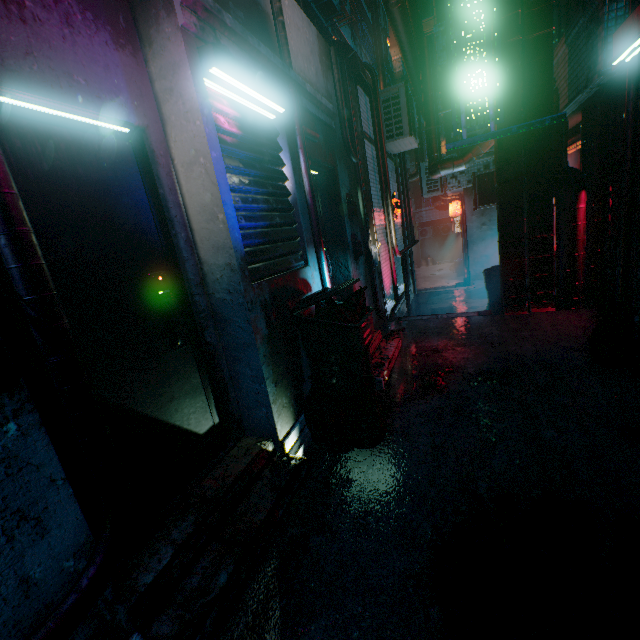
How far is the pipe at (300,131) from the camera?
2.80m

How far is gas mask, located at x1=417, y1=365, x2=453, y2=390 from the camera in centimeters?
309cm

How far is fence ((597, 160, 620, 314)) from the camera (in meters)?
3.54

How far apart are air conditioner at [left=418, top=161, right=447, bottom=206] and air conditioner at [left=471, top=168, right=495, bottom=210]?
0.8m

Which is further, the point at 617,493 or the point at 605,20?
the point at 605,20

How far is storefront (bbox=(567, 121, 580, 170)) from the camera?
5.1m

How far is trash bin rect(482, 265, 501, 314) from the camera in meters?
5.0 m

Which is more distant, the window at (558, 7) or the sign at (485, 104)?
the window at (558, 7)
